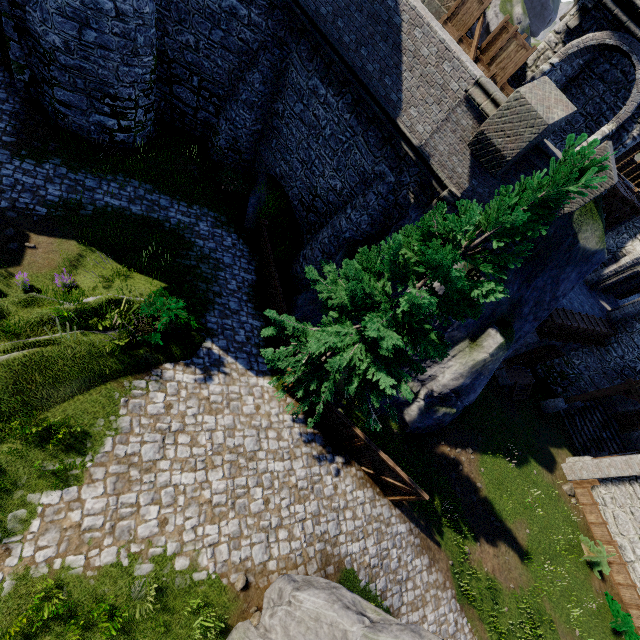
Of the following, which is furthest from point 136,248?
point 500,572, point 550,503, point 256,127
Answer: point 550,503

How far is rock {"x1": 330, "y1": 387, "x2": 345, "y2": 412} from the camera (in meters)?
13.53

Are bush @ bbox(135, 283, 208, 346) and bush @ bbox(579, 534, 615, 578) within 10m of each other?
no

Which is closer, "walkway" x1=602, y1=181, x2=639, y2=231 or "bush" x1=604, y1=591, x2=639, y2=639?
"walkway" x1=602, y1=181, x2=639, y2=231

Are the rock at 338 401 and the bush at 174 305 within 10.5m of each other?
yes

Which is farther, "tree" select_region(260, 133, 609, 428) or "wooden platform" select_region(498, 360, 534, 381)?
"wooden platform" select_region(498, 360, 534, 381)

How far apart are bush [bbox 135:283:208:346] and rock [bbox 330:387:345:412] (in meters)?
5.82

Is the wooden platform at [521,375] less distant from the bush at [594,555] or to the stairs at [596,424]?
the stairs at [596,424]
